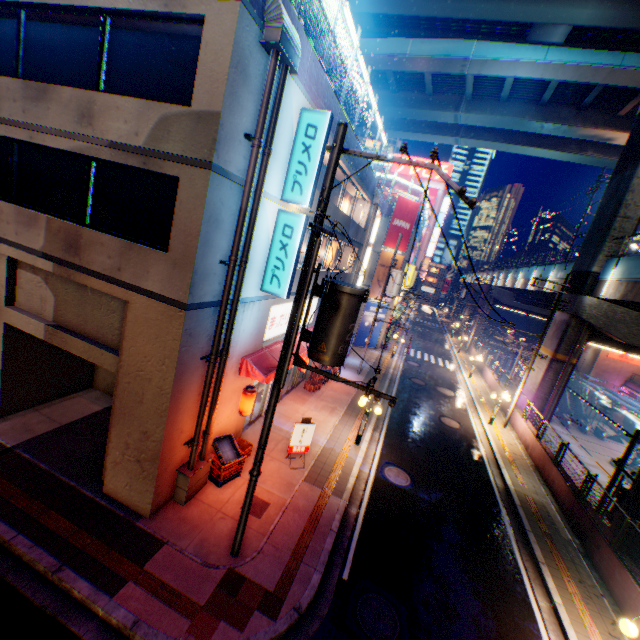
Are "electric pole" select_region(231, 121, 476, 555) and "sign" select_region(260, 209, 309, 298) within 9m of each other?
yes

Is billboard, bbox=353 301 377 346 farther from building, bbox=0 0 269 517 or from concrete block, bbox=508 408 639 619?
concrete block, bbox=508 408 639 619

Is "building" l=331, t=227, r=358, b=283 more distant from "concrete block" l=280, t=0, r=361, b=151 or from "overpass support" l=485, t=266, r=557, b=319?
"overpass support" l=485, t=266, r=557, b=319

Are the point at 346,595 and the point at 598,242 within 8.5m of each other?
no

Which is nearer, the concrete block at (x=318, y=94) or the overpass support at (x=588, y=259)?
the concrete block at (x=318, y=94)

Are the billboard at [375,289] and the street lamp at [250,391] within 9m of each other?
no

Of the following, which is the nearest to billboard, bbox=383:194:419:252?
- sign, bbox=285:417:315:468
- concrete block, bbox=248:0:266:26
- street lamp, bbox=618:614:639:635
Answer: concrete block, bbox=248:0:266:26

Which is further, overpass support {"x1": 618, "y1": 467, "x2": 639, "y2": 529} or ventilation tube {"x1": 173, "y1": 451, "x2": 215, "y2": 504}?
overpass support {"x1": 618, "y1": 467, "x2": 639, "y2": 529}
